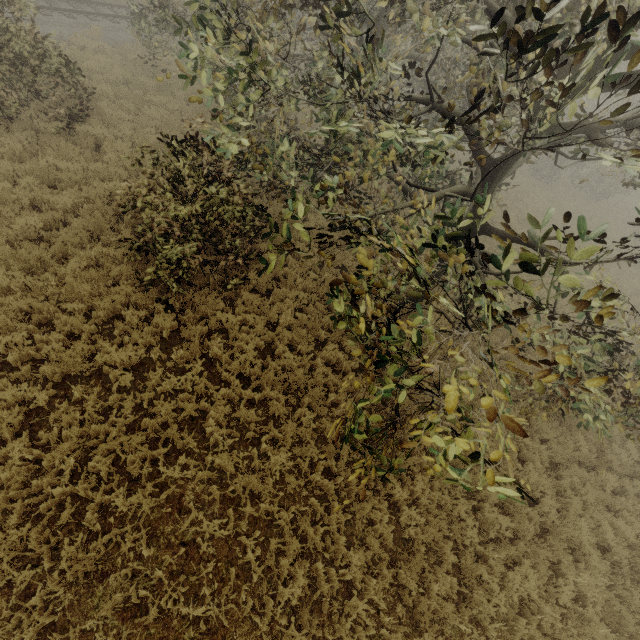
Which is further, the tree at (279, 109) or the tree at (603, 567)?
the tree at (603, 567)

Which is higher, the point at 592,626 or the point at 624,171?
the point at 624,171

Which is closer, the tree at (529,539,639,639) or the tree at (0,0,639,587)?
the tree at (0,0,639,587)
